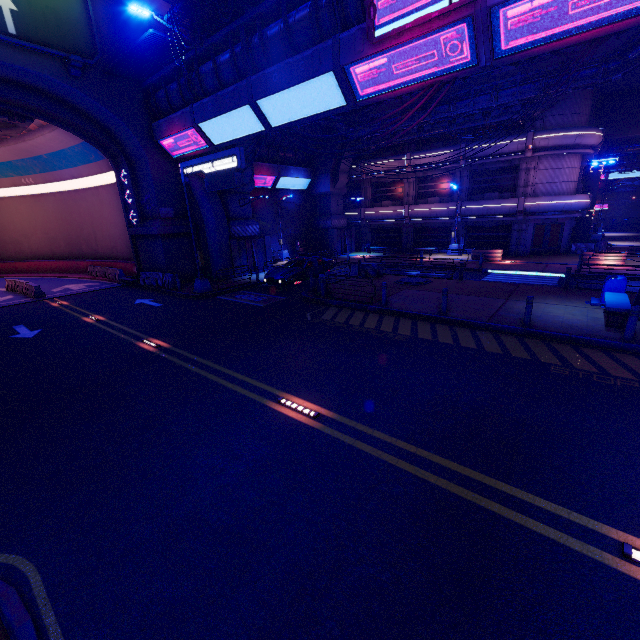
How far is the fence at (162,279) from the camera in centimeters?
2106cm

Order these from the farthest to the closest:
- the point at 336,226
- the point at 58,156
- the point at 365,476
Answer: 1. the point at 336,226
2. the point at 58,156
3. the point at 365,476

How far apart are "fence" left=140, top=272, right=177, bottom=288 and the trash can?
23.68m

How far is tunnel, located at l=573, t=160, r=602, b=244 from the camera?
29.09m

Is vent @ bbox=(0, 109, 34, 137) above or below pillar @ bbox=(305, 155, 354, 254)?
above

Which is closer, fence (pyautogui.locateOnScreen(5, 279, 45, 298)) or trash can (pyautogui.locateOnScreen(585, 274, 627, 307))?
trash can (pyautogui.locateOnScreen(585, 274, 627, 307))

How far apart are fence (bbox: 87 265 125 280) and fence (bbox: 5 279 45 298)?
4.9 meters

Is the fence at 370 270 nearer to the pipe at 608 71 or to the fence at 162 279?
the pipe at 608 71
